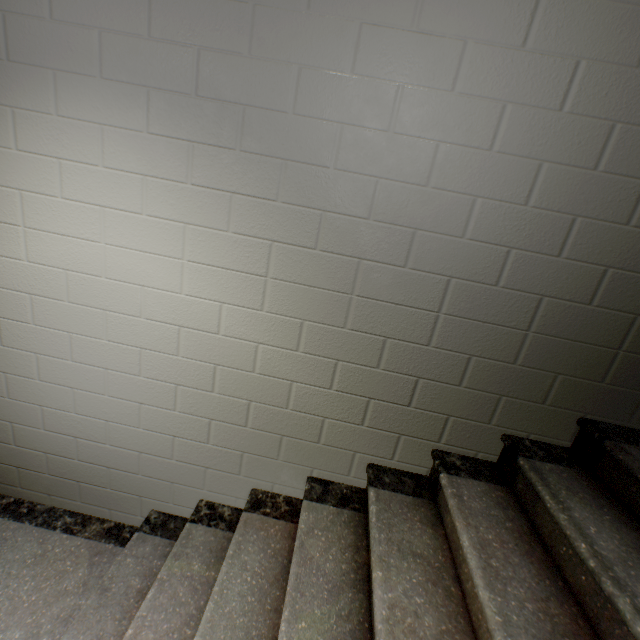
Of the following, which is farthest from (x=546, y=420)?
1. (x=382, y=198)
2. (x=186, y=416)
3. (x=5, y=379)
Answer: (x=5, y=379)
